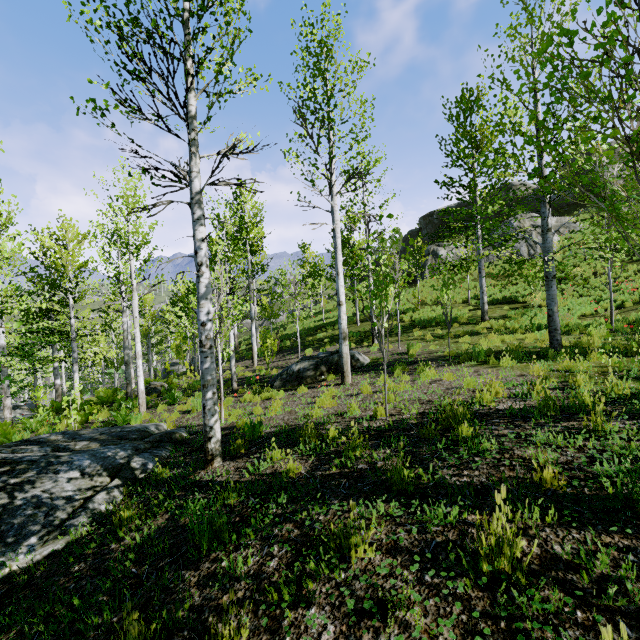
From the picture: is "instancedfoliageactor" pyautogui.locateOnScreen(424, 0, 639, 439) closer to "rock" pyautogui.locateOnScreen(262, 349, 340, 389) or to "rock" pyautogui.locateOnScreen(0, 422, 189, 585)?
"rock" pyautogui.locateOnScreen(0, 422, 189, 585)

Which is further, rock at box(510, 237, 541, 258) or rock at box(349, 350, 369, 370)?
rock at box(510, 237, 541, 258)

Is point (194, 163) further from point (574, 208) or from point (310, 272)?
point (574, 208)

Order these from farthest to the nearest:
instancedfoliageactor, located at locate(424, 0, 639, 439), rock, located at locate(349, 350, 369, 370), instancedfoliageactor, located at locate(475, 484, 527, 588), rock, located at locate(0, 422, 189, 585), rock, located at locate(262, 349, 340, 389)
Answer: rock, located at locate(349, 350, 369, 370), rock, located at locate(262, 349, 340, 389), rock, located at locate(0, 422, 189, 585), instancedfoliageactor, located at locate(424, 0, 639, 439), instancedfoliageactor, located at locate(475, 484, 527, 588)

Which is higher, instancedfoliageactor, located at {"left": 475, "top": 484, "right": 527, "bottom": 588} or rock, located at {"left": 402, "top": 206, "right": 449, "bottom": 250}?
rock, located at {"left": 402, "top": 206, "right": 449, "bottom": 250}

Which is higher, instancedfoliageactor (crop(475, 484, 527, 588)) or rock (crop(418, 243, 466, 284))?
rock (crop(418, 243, 466, 284))

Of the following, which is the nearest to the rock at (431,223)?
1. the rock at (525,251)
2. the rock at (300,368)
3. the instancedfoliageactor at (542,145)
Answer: the rock at (525,251)

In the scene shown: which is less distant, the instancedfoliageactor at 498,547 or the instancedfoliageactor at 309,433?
the instancedfoliageactor at 498,547
